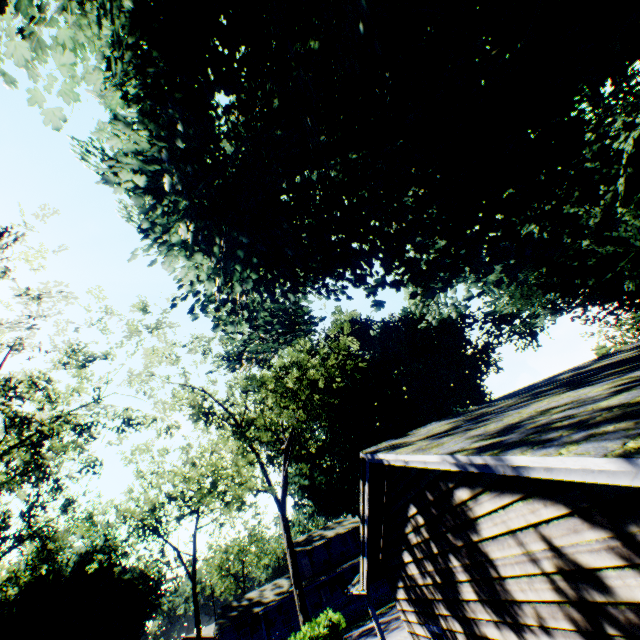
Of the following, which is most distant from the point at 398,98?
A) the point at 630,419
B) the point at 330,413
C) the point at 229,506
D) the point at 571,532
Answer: the point at 330,413

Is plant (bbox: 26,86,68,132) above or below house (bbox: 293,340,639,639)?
above

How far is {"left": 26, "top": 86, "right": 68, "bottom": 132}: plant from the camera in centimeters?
512cm

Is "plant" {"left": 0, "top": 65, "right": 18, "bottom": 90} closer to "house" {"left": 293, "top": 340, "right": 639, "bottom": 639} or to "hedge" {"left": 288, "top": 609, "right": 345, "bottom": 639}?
"house" {"left": 293, "top": 340, "right": 639, "bottom": 639}

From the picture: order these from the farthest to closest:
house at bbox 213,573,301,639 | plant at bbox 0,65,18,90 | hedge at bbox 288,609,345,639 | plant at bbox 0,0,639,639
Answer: house at bbox 213,573,301,639 → hedge at bbox 288,609,345,639 → plant at bbox 0,65,18,90 → plant at bbox 0,0,639,639

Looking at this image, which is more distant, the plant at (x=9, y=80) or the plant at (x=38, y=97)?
the plant at (x=9, y=80)

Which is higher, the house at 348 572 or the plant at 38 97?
the plant at 38 97

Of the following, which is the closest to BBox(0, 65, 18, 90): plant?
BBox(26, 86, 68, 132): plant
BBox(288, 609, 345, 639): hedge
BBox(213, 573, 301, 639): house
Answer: BBox(213, 573, 301, 639): house
